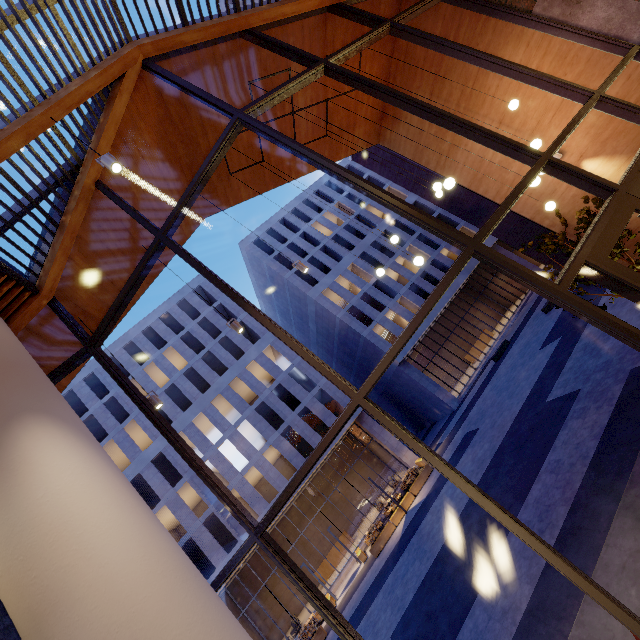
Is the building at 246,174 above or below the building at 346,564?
above

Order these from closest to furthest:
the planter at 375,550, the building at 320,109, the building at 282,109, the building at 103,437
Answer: the building at 282,109 → the building at 320,109 → the planter at 375,550 → the building at 103,437

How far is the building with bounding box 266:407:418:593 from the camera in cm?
2475

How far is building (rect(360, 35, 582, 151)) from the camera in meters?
7.3

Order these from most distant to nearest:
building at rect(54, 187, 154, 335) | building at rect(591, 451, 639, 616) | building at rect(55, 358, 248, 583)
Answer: building at rect(55, 358, 248, 583)
building at rect(54, 187, 154, 335)
building at rect(591, 451, 639, 616)

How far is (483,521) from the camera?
10.7 meters

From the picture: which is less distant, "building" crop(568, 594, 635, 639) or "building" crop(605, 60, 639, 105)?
"building" crop(568, 594, 635, 639)

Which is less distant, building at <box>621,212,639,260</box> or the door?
the door
